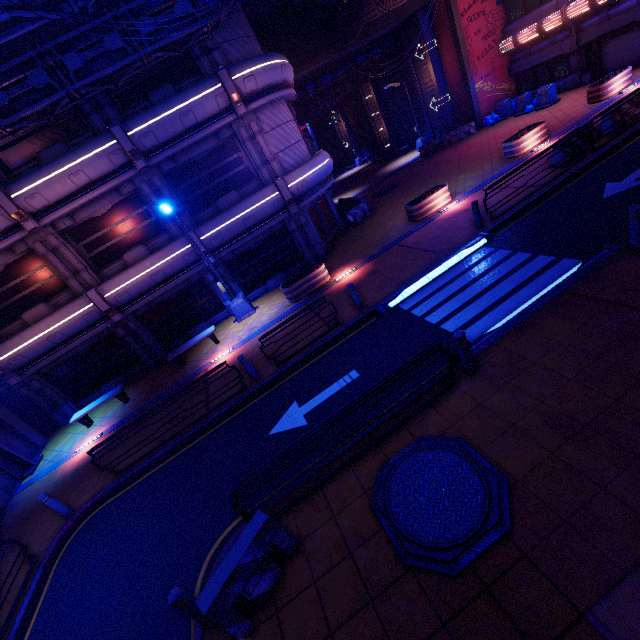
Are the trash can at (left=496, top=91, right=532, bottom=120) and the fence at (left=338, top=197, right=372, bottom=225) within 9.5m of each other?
no

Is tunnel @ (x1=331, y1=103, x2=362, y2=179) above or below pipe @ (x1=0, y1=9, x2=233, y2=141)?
below

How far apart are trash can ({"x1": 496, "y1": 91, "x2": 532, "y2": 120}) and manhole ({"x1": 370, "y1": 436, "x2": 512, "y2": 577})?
26.71m

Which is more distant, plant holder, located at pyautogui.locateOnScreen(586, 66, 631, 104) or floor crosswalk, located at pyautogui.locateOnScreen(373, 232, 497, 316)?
plant holder, located at pyautogui.locateOnScreen(586, 66, 631, 104)

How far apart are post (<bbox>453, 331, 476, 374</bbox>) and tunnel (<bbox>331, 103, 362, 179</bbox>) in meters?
42.8 m

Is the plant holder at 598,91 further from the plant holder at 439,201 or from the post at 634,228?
the post at 634,228

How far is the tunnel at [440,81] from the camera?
24.7m

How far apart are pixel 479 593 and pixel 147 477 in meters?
9.2 m
